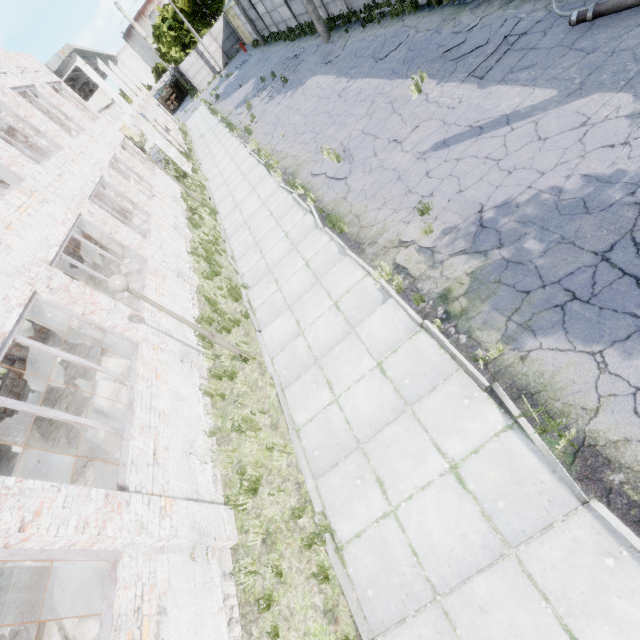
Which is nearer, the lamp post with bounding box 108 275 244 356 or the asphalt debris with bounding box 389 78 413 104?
the lamp post with bounding box 108 275 244 356

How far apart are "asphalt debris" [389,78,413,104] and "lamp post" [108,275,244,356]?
9.00m

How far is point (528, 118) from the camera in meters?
6.5 m

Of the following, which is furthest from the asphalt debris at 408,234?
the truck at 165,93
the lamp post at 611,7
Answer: the truck at 165,93

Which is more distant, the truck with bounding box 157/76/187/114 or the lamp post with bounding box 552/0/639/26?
the truck with bounding box 157/76/187/114

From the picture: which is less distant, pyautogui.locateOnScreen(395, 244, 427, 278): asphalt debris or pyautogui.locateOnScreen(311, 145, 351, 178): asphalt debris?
pyautogui.locateOnScreen(395, 244, 427, 278): asphalt debris

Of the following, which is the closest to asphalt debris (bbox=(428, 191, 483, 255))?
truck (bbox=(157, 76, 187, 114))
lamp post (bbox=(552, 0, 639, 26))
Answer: lamp post (bbox=(552, 0, 639, 26))

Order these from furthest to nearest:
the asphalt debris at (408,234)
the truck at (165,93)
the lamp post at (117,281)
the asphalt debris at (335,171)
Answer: the truck at (165,93) < the asphalt debris at (335,171) < the asphalt debris at (408,234) < the lamp post at (117,281)
